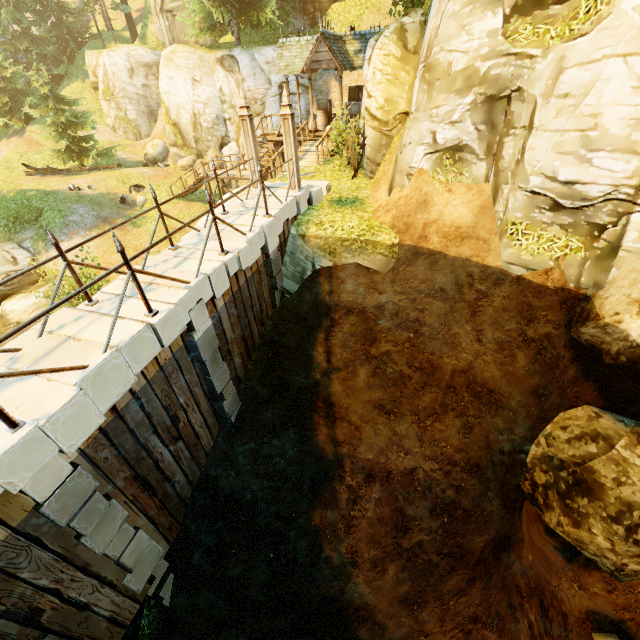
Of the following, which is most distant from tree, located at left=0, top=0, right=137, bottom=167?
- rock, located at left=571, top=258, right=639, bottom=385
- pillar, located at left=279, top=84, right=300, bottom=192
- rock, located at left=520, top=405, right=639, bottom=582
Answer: rock, located at left=520, top=405, right=639, bottom=582

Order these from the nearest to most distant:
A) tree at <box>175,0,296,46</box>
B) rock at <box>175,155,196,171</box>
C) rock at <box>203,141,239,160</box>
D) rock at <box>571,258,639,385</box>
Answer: rock at <box>571,258,639,385</box> < tree at <box>175,0,296,46</box> < rock at <box>203,141,239,160</box> < rock at <box>175,155,196,171</box>

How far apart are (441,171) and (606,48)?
3.6 meters

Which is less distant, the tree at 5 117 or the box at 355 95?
Answer: the box at 355 95

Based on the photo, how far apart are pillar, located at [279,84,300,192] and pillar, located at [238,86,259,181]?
0.96m

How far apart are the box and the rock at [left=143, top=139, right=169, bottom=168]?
16.77m

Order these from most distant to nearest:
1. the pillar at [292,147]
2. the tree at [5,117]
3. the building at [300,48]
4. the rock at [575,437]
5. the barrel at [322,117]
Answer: the tree at [5,117]
the barrel at [322,117]
the building at [300,48]
the pillar at [292,147]
the rock at [575,437]

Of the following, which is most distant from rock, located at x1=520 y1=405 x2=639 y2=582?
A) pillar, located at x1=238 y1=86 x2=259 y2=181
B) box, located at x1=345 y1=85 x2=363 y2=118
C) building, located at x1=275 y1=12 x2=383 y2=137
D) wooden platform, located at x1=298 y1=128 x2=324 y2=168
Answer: box, located at x1=345 y1=85 x2=363 y2=118
